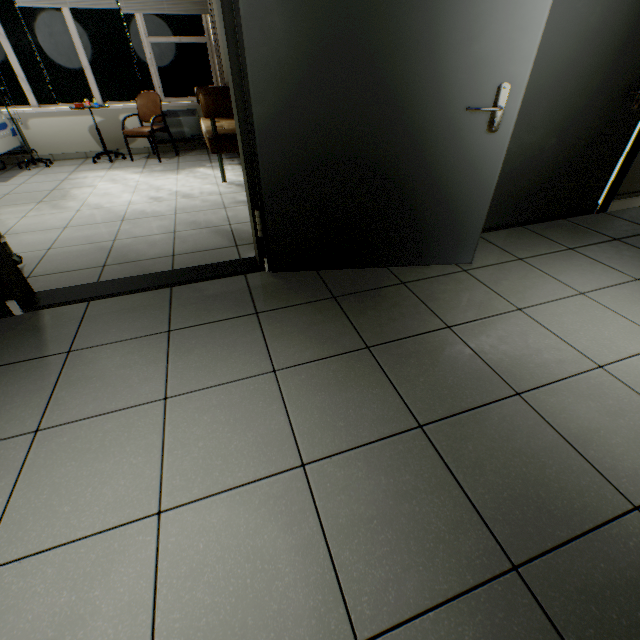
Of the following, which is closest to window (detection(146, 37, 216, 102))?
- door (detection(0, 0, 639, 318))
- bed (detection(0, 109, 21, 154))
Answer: bed (detection(0, 109, 21, 154))

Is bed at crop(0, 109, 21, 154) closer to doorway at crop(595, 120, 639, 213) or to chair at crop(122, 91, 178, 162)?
chair at crop(122, 91, 178, 162)

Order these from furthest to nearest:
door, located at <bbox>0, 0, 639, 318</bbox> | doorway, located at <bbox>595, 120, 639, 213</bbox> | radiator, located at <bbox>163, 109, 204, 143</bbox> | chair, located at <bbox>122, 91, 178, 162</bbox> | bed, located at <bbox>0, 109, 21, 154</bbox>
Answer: radiator, located at <bbox>163, 109, 204, 143</bbox>
chair, located at <bbox>122, 91, 178, 162</bbox>
bed, located at <bbox>0, 109, 21, 154</bbox>
doorway, located at <bbox>595, 120, 639, 213</bbox>
door, located at <bbox>0, 0, 639, 318</bbox>

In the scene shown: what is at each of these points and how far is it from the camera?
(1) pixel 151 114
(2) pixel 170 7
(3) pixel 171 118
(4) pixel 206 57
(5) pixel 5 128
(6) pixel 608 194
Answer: (1) chair, 5.2 meters
(2) blinds, 4.8 meters
(3) radiator, 5.5 meters
(4) window, 5.4 meters
(5) bed, 4.5 meters
(6) doorway, 3.0 meters

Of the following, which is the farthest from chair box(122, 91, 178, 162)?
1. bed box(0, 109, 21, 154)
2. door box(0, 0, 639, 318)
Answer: door box(0, 0, 639, 318)

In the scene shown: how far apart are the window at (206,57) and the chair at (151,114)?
0.4m

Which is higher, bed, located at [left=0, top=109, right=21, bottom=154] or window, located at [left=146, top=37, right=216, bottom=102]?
window, located at [left=146, top=37, right=216, bottom=102]

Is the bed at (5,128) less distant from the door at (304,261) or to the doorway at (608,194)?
the door at (304,261)
